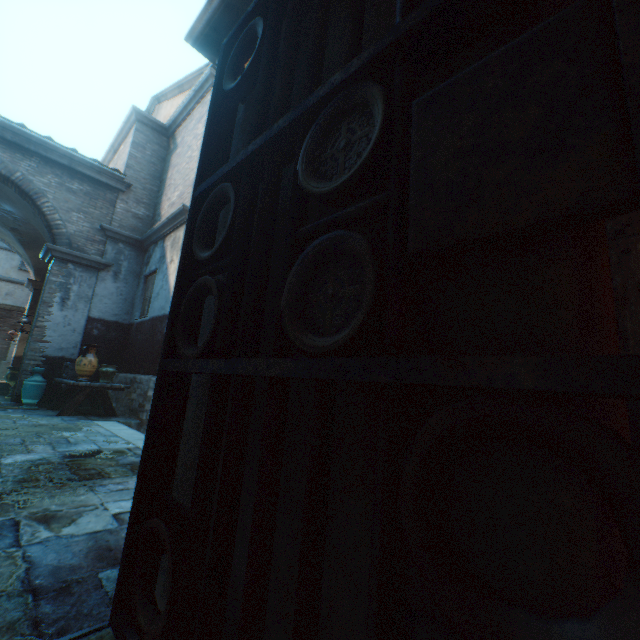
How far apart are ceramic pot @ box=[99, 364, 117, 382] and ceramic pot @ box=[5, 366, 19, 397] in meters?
3.3 m

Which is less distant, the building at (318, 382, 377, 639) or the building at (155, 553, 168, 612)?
the building at (318, 382, 377, 639)

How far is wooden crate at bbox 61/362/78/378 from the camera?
7.34m

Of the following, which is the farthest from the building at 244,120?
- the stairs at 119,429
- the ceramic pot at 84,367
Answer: the ceramic pot at 84,367

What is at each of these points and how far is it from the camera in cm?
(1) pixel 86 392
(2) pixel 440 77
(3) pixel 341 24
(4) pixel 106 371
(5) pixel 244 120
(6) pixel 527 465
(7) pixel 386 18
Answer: (1) table, 677
(2) building, 83
(3) building, 121
(4) ceramic pot, 749
(5) building, 166
(6) building, 53
(7) building, 103

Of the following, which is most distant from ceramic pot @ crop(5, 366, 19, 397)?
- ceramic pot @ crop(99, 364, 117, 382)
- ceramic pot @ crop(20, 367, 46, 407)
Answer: ceramic pot @ crop(99, 364, 117, 382)

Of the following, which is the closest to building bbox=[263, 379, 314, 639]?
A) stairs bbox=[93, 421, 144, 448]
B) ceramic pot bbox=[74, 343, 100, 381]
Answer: stairs bbox=[93, 421, 144, 448]

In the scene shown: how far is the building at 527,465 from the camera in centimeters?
46cm
